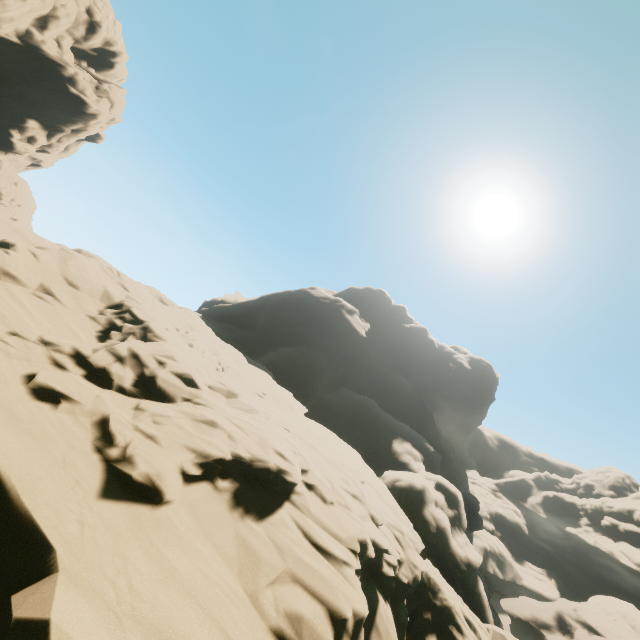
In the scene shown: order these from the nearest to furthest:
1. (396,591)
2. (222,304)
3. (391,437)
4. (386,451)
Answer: (396,591)
(386,451)
(391,437)
(222,304)
